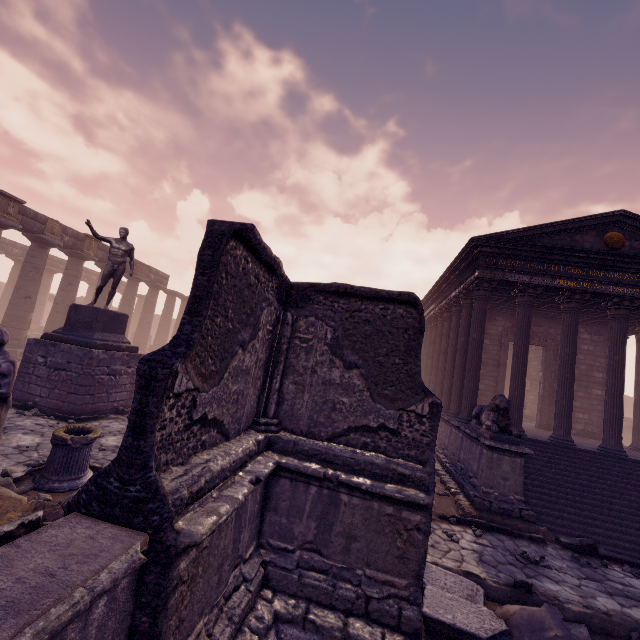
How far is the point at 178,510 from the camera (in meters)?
2.26

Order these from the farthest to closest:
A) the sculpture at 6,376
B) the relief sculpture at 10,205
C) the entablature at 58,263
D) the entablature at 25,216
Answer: the entablature at 58,263 < the entablature at 25,216 < the relief sculpture at 10,205 < the sculpture at 6,376

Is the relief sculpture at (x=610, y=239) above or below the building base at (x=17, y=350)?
above

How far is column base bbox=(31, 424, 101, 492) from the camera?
5.4m

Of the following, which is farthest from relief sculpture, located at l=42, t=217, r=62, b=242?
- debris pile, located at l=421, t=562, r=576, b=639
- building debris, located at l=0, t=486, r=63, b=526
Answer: debris pile, located at l=421, t=562, r=576, b=639

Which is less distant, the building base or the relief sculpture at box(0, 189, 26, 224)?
the relief sculpture at box(0, 189, 26, 224)

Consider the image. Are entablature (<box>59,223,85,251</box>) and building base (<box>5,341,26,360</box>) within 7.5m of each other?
yes

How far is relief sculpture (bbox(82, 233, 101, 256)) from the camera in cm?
1856
